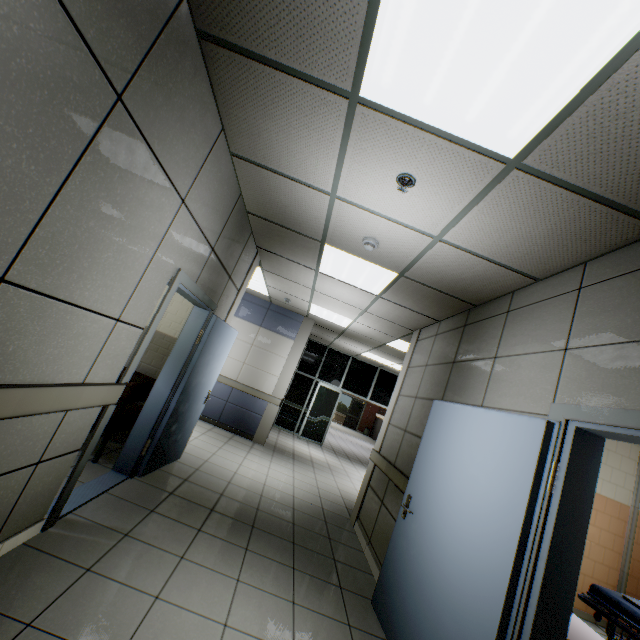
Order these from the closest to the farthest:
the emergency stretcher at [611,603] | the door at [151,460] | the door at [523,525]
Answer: the door at [523,525], the door at [151,460], the emergency stretcher at [611,603]

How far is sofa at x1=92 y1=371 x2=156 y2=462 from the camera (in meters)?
3.64

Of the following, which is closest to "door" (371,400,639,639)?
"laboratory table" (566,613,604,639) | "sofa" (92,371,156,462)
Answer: "laboratory table" (566,613,604,639)

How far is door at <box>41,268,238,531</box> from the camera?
2.6 meters

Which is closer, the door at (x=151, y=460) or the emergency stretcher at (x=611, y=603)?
the door at (x=151, y=460)

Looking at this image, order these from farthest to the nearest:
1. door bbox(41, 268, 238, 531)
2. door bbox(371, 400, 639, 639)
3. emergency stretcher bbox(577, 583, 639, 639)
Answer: emergency stretcher bbox(577, 583, 639, 639)
door bbox(41, 268, 238, 531)
door bbox(371, 400, 639, 639)

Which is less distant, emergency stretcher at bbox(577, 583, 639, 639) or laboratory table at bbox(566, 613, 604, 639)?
laboratory table at bbox(566, 613, 604, 639)

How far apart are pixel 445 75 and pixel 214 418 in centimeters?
775cm
